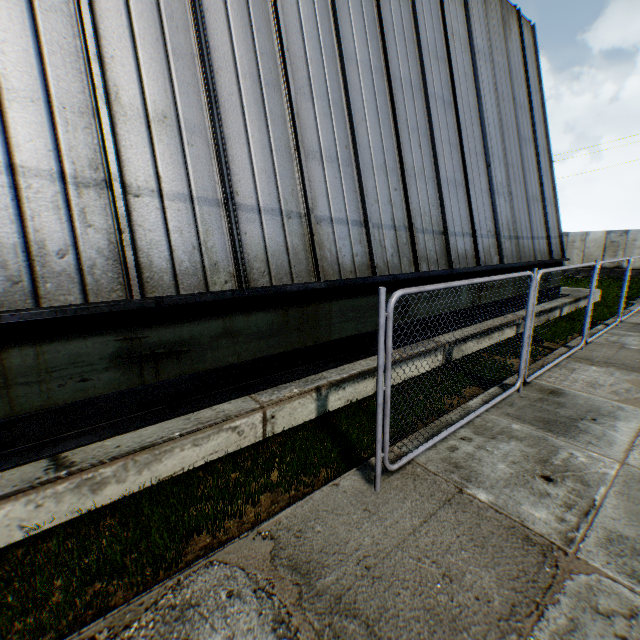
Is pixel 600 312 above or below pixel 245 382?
below
